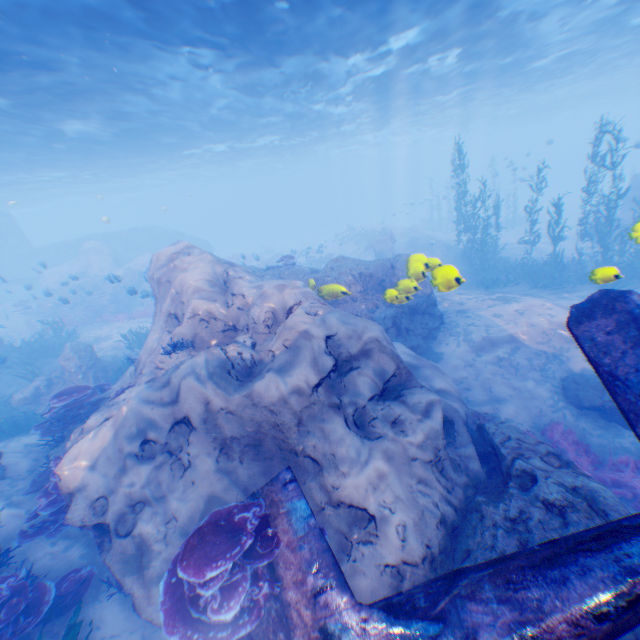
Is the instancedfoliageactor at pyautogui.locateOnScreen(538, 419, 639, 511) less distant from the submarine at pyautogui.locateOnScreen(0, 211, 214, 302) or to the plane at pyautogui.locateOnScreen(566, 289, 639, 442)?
the plane at pyautogui.locateOnScreen(566, 289, 639, 442)

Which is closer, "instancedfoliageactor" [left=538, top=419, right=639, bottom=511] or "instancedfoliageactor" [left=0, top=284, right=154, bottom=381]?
"instancedfoliageactor" [left=538, top=419, right=639, bottom=511]

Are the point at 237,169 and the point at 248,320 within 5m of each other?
no

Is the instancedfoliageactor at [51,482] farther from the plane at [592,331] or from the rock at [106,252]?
the plane at [592,331]

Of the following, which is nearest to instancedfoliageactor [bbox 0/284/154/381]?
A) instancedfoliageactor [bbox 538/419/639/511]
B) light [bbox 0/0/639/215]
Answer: light [bbox 0/0/639/215]

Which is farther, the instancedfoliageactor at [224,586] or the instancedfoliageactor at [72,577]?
the instancedfoliageactor at [72,577]

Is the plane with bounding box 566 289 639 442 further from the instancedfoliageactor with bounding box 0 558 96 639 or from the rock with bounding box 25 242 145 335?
the instancedfoliageactor with bounding box 0 558 96 639
